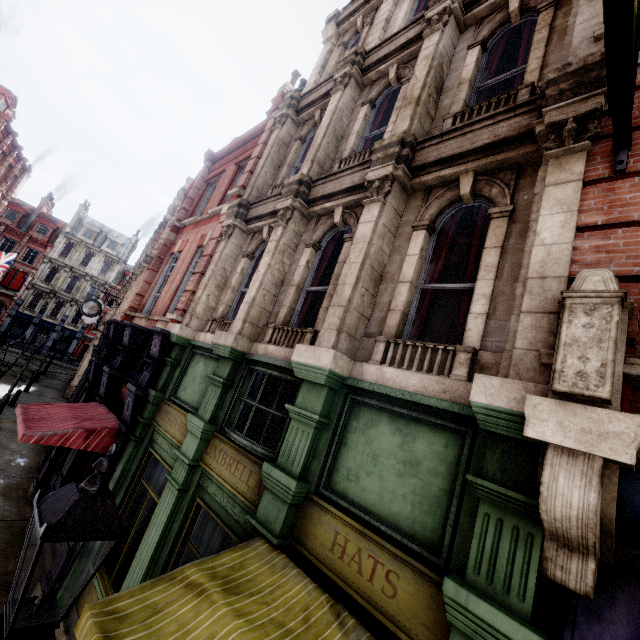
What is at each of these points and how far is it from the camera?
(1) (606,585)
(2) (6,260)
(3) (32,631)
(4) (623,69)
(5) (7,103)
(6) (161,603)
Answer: (1) awning, 2.3 meters
(2) flag, 29.4 meters
(3) street light, 1.7 meters
(4) sign, 2.4 meters
(5) roof window, 26.5 meters
(6) awning, 2.9 meters

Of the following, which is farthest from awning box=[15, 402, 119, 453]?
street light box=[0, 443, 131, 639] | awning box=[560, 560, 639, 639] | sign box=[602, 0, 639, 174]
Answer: sign box=[602, 0, 639, 174]

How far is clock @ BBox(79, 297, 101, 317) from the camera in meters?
17.6 m

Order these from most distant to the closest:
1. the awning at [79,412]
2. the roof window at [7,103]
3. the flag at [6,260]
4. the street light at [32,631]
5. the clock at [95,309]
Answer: the flag at [6,260], the roof window at [7,103], the clock at [95,309], the awning at [79,412], the street light at [32,631]

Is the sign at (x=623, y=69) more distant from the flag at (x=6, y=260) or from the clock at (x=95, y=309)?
the flag at (x=6, y=260)

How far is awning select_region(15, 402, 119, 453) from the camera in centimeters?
686cm

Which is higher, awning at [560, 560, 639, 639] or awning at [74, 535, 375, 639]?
awning at [560, 560, 639, 639]

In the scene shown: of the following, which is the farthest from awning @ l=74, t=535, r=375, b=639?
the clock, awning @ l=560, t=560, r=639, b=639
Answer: the clock
